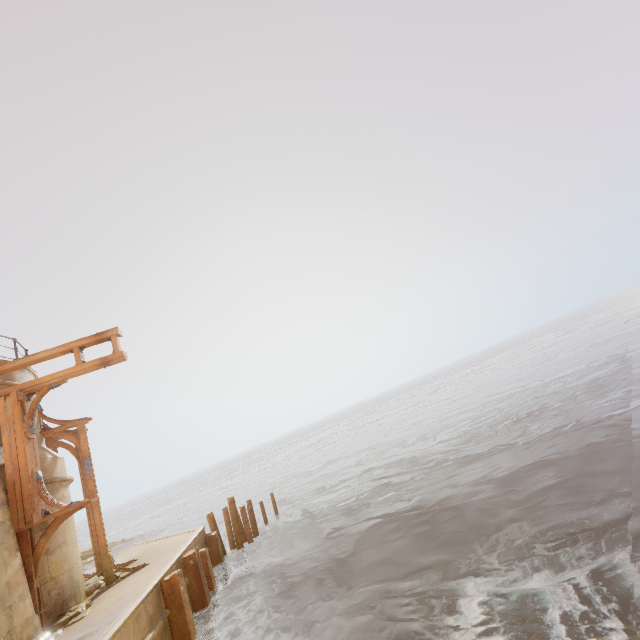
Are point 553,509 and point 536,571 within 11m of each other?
yes

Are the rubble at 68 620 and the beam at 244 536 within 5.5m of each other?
no

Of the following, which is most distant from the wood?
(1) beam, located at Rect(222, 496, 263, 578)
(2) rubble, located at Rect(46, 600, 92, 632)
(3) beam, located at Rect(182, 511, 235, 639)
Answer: (1) beam, located at Rect(222, 496, 263, 578)

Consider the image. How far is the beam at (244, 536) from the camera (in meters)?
12.84

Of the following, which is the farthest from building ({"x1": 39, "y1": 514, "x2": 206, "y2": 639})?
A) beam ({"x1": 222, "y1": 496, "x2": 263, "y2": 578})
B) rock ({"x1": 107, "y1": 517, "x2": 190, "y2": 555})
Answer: rock ({"x1": 107, "y1": 517, "x2": 190, "y2": 555})

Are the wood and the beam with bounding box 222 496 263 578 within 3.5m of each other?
no

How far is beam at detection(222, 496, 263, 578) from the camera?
12.84m

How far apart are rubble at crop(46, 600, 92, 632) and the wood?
2.25m
